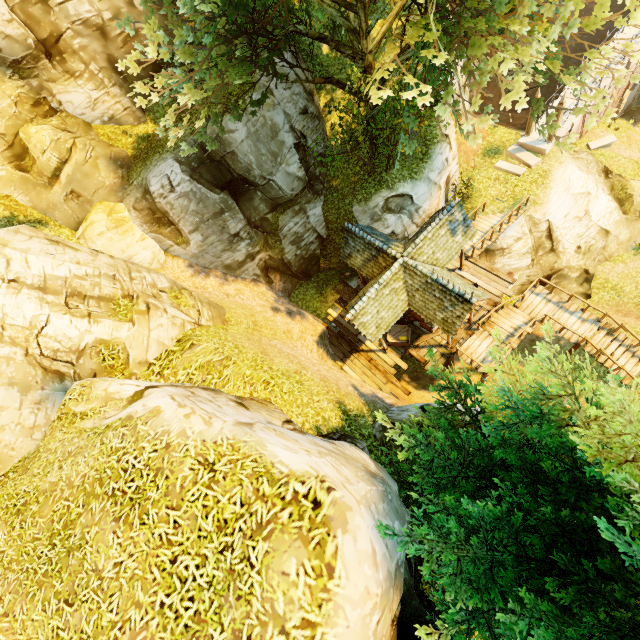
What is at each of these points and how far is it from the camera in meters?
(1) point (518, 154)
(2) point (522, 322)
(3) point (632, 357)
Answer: (1) stone, 19.4
(2) stairs, 16.4
(3) stairs, 15.6

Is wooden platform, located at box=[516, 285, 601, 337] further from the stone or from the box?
the stone

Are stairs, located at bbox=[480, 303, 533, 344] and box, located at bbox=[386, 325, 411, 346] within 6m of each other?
yes

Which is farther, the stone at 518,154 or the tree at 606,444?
the stone at 518,154

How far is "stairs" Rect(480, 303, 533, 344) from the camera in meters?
15.9 m

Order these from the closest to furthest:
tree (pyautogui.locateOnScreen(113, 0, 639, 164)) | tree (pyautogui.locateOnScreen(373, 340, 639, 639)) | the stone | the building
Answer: tree (pyautogui.locateOnScreen(373, 340, 639, 639))
tree (pyautogui.locateOnScreen(113, 0, 639, 164))
the building
the stone

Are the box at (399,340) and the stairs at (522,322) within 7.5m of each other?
yes

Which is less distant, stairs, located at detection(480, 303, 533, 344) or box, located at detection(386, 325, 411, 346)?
stairs, located at detection(480, 303, 533, 344)
